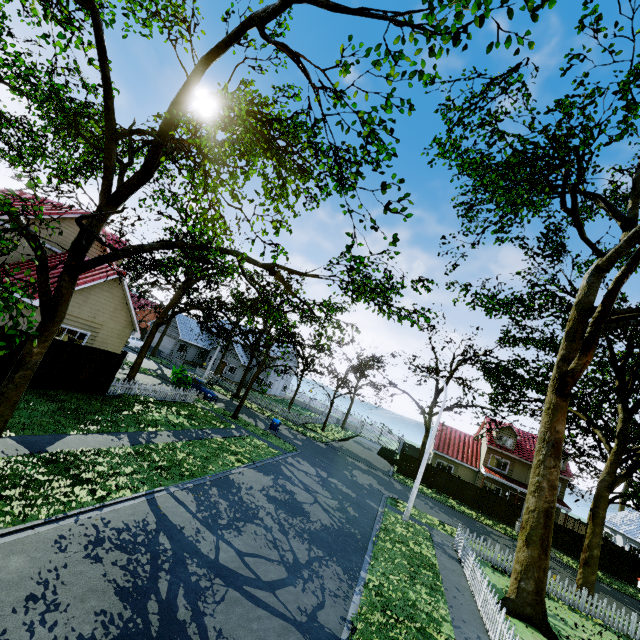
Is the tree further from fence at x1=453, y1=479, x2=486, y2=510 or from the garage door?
the garage door

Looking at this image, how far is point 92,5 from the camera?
5.6 meters

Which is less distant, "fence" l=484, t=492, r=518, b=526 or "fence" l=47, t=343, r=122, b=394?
"fence" l=47, t=343, r=122, b=394

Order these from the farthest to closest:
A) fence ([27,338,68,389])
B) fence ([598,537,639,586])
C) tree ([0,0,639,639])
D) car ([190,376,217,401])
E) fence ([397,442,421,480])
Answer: fence ([397,442,421,480])
car ([190,376,217,401])
fence ([598,537,639,586])
fence ([27,338,68,389])
tree ([0,0,639,639])

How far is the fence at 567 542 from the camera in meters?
28.5 m

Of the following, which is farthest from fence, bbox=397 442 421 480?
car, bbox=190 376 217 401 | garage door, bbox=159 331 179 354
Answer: car, bbox=190 376 217 401

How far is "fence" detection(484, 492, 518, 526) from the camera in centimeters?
3025cm

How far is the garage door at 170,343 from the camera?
46.9 meters
